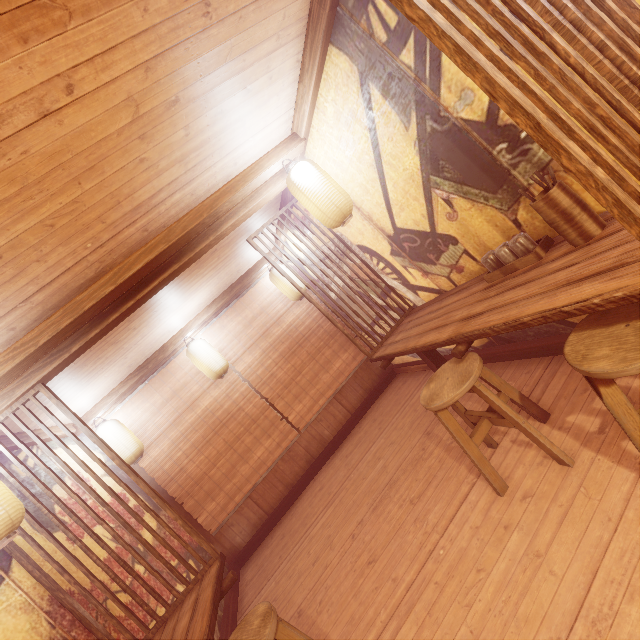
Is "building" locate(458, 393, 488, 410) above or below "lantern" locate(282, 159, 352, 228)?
below

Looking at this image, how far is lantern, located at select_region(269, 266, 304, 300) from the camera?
8.9 meters

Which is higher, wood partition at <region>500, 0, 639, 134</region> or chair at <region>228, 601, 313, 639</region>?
wood partition at <region>500, 0, 639, 134</region>

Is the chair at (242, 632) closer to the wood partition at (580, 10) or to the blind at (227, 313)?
the wood partition at (580, 10)

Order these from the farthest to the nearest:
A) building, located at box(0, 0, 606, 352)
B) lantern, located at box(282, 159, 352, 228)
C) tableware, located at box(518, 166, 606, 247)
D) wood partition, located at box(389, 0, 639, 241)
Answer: lantern, located at box(282, 159, 352, 228) < tableware, located at box(518, 166, 606, 247) < building, located at box(0, 0, 606, 352) < wood partition, located at box(389, 0, 639, 241)

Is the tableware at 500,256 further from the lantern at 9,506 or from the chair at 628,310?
the lantern at 9,506

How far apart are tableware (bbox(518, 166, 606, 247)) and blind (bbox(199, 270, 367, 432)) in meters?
7.2 m

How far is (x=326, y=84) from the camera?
4.34m
